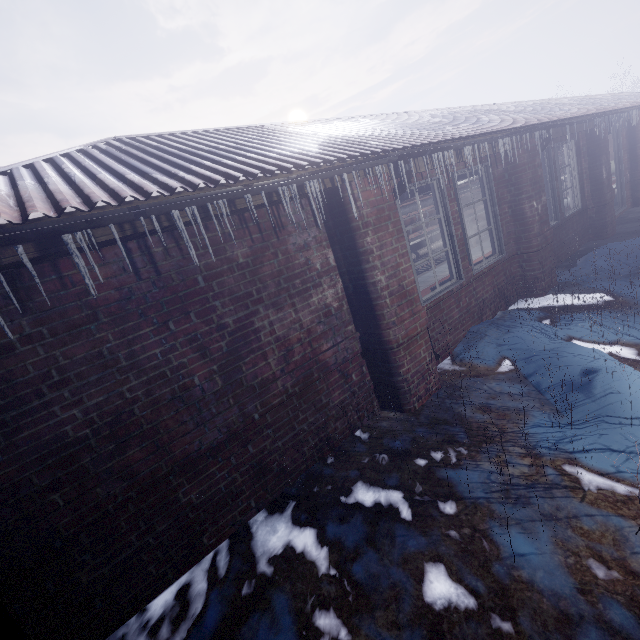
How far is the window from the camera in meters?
3.8 m

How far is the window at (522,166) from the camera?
3.8 meters

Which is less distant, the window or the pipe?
the pipe

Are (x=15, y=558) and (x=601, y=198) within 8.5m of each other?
no

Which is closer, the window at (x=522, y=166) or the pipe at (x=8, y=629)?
the pipe at (x=8, y=629)
